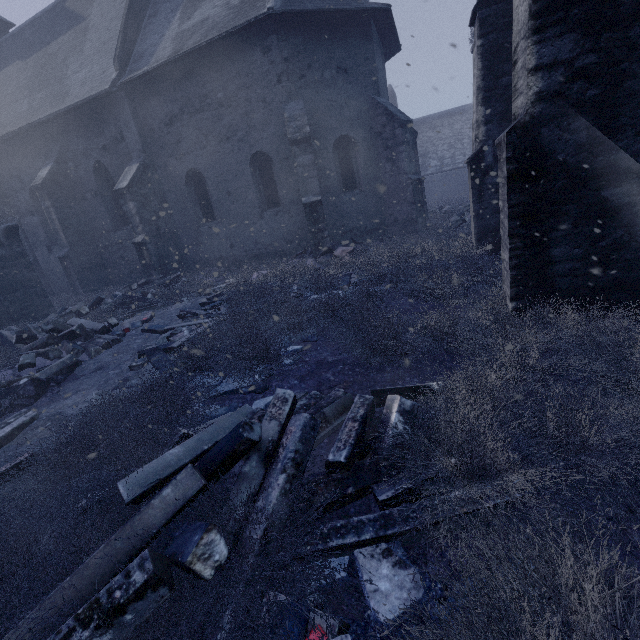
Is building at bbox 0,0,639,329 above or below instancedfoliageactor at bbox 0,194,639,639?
above

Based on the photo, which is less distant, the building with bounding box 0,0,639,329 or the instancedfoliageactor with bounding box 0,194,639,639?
the instancedfoliageactor with bounding box 0,194,639,639

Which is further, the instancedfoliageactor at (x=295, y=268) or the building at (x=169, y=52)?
the building at (x=169, y=52)

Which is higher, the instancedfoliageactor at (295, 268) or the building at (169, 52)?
the building at (169, 52)

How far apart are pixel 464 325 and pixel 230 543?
3.21m
